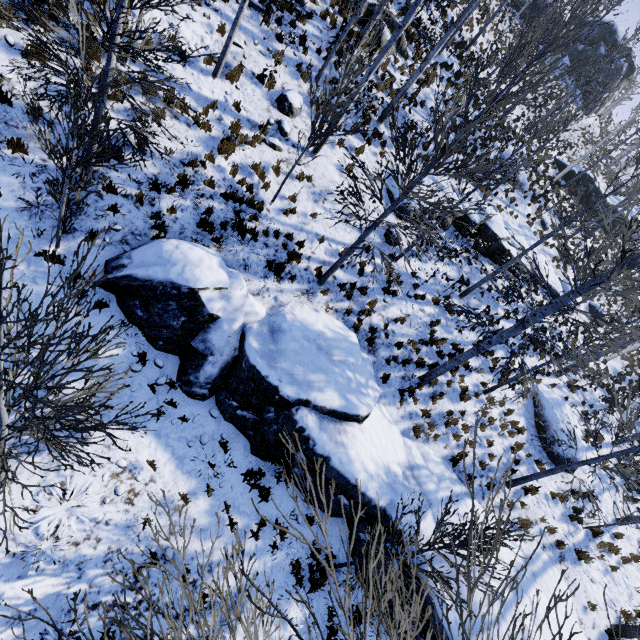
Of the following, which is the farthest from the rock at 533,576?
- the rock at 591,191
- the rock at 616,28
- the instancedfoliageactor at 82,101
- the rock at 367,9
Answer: the rock at 616,28

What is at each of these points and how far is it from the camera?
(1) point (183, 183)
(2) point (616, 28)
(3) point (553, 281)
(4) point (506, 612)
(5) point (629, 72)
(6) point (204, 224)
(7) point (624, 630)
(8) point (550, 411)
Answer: (1) instancedfoliageactor, 8.4 meters
(2) rock, 34.1 meters
(3) rock, 20.1 meters
(4) rock, 7.5 meters
(5) rock, 35.3 meters
(6) instancedfoliageactor, 8.5 meters
(7) instancedfoliageactor, 10.0 meters
(8) rock, 14.2 meters

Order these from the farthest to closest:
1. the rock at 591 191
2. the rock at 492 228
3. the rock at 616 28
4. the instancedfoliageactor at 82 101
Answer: the rock at 616 28, the rock at 591 191, the rock at 492 228, the instancedfoliageactor at 82 101

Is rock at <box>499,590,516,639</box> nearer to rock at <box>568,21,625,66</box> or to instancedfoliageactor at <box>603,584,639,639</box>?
instancedfoliageactor at <box>603,584,639,639</box>

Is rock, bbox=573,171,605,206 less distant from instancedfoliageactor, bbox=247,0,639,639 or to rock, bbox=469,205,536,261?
rock, bbox=469,205,536,261

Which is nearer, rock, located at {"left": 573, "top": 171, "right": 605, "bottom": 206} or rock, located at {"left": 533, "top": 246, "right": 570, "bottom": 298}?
rock, located at {"left": 533, "top": 246, "right": 570, "bottom": 298}

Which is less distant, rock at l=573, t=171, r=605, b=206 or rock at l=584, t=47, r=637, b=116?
rock at l=573, t=171, r=605, b=206

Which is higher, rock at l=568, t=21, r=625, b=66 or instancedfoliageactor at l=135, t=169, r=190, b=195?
rock at l=568, t=21, r=625, b=66
